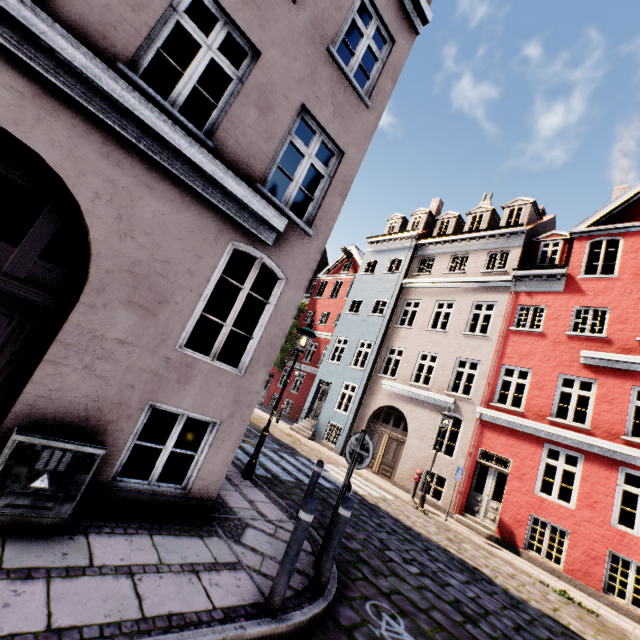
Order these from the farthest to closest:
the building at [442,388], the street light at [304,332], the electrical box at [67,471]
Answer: the street light at [304,332] < the building at [442,388] < the electrical box at [67,471]

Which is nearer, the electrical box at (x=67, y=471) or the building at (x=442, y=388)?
the electrical box at (x=67, y=471)

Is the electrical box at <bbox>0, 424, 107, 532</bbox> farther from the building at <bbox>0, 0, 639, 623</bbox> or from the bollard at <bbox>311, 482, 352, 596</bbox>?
the bollard at <bbox>311, 482, 352, 596</bbox>

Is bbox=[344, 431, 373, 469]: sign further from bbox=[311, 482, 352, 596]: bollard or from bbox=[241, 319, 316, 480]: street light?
bbox=[241, 319, 316, 480]: street light

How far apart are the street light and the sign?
2.8m

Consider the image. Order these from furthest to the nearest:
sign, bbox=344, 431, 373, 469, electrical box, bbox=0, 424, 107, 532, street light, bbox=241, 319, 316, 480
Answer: street light, bbox=241, 319, 316, 480 < sign, bbox=344, 431, 373, 469 < electrical box, bbox=0, 424, 107, 532

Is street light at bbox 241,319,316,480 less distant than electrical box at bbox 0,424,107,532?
No

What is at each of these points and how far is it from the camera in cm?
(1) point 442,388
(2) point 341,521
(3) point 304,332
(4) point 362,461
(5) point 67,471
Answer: (1) building, 1498
(2) bollard, 407
(3) street light, 774
(4) sign, 476
(5) electrical box, 319
